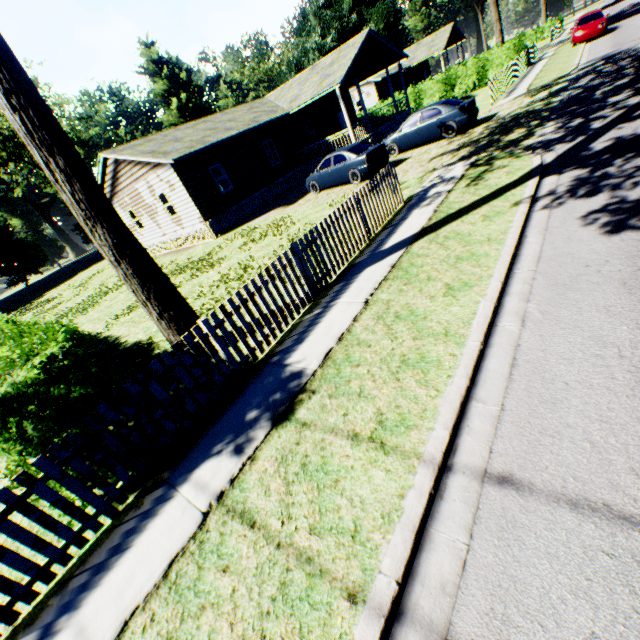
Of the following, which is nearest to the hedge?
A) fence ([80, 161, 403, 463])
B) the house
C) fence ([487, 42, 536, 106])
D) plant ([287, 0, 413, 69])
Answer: fence ([80, 161, 403, 463])

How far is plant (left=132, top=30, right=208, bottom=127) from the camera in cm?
5106

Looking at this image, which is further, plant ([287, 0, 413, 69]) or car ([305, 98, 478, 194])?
plant ([287, 0, 413, 69])

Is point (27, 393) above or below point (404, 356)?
above

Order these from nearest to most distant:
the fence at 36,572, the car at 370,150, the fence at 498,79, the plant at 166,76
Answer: the fence at 36,572, the car at 370,150, the fence at 498,79, the plant at 166,76

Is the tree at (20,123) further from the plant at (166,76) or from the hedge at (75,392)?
the plant at (166,76)

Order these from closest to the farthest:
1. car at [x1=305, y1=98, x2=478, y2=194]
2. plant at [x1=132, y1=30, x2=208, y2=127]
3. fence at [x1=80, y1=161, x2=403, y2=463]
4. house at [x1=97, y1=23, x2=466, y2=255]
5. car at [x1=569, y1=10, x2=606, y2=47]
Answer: A:
1. fence at [x1=80, y1=161, x2=403, y2=463]
2. car at [x1=305, y1=98, x2=478, y2=194]
3. house at [x1=97, y1=23, x2=466, y2=255]
4. car at [x1=569, y1=10, x2=606, y2=47]
5. plant at [x1=132, y1=30, x2=208, y2=127]

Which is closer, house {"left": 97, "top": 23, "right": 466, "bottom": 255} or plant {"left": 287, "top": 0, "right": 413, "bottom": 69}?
house {"left": 97, "top": 23, "right": 466, "bottom": 255}
